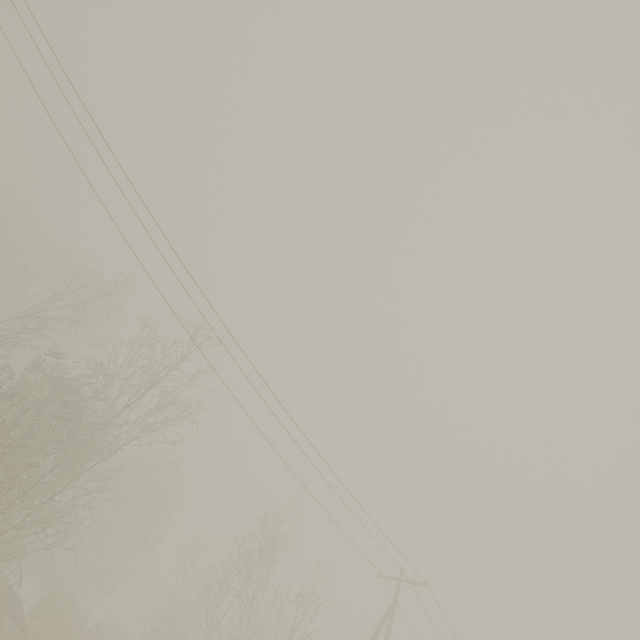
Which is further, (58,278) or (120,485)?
(58,278)
